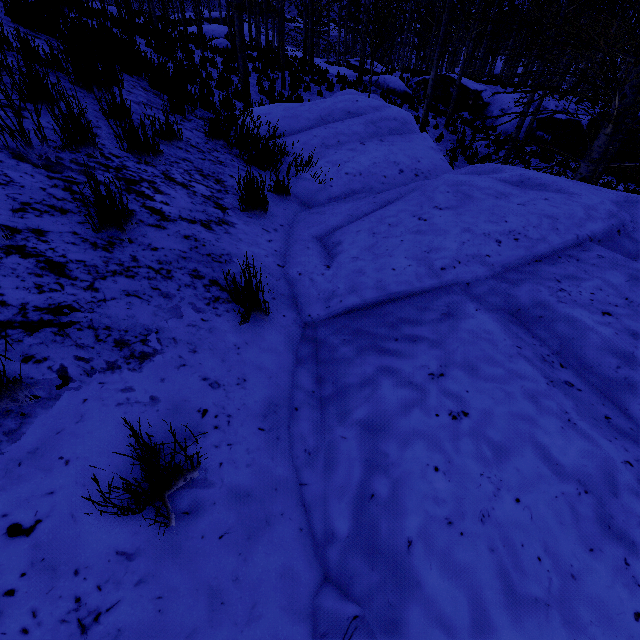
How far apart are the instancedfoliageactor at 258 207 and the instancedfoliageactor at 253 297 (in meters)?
1.40

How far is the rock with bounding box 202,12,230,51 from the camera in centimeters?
1880cm

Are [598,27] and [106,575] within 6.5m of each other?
no

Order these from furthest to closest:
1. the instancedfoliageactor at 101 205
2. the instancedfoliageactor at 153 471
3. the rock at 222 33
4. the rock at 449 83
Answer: the rock at 449 83
the rock at 222 33
the instancedfoliageactor at 101 205
the instancedfoliageactor at 153 471

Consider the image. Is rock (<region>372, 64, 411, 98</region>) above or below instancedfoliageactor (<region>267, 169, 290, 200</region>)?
below

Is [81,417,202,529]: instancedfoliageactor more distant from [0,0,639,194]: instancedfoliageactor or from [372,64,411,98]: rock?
[372,64,411,98]: rock

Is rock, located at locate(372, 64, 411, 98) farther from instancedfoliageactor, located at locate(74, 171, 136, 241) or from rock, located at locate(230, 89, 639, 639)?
instancedfoliageactor, located at locate(74, 171, 136, 241)

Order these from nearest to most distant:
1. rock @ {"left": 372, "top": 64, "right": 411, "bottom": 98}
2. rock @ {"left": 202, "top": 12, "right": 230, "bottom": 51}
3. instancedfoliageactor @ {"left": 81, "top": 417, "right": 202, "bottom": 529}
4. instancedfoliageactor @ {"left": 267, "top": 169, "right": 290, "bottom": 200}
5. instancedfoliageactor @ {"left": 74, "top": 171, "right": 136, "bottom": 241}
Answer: instancedfoliageactor @ {"left": 81, "top": 417, "right": 202, "bottom": 529} < instancedfoliageactor @ {"left": 74, "top": 171, "right": 136, "bottom": 241} < instancedfoliageactor @ {"left": 267, "top": 169, "right": 290, "bottom": 200} < rock @ {"left": 372, "top": 64, "right": 411, "bottom": 98} < rock @ {"left": 202, "top": 12, "right": 230, "bottom": 51}
